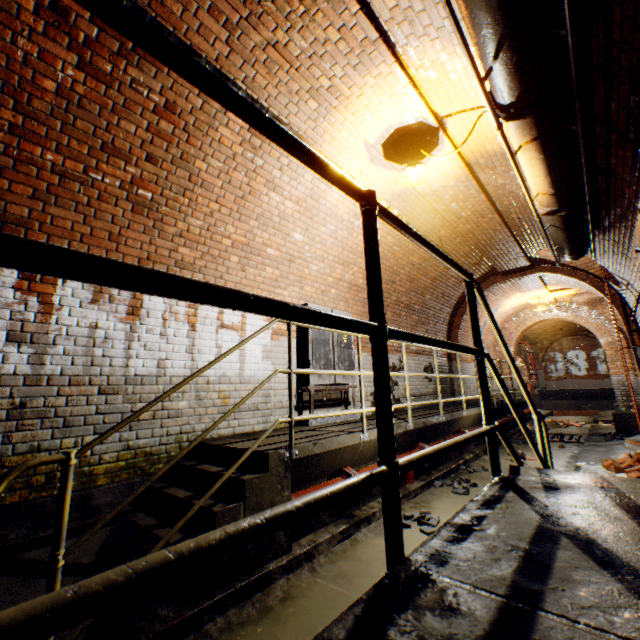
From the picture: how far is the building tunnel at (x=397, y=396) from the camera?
7.3m

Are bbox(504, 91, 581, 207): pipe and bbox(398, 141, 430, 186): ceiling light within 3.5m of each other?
yes

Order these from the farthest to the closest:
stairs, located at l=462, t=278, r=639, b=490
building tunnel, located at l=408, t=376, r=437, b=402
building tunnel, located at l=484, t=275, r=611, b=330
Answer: building tunnel, located at l=484, t=275, r=611, b=330 < building tunnel, located at l=408, t=376, r=437, b=402 < stairs, located at l=462, t=278, r=639, b=490

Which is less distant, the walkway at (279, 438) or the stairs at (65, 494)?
the stairs at (65, 494)

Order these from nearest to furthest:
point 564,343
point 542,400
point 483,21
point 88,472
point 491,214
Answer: point 483,21 < point 88,472 < point 491,214 < point 542,400 < point 564,343

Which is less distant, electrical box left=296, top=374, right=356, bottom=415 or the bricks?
the bricks

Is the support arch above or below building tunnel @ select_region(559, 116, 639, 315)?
above

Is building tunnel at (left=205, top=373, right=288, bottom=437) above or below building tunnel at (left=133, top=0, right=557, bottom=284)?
below
